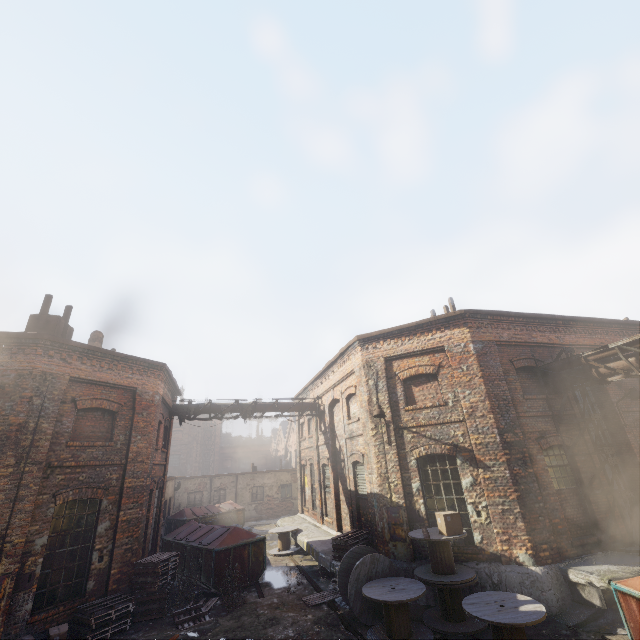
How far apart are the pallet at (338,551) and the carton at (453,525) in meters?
3.5 m

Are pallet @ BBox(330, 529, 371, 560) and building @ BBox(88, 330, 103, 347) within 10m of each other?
no

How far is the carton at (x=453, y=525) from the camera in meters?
8.4

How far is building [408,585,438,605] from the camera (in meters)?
9.12

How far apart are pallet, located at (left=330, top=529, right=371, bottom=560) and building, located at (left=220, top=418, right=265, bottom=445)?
49.8 meters

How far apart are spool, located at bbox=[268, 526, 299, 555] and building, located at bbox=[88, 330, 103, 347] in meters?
11.6 m

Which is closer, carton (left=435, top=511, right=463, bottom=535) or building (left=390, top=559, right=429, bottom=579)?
carton (left=435, top=511, right=463, bottom=535)

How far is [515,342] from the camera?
11.7 meters
